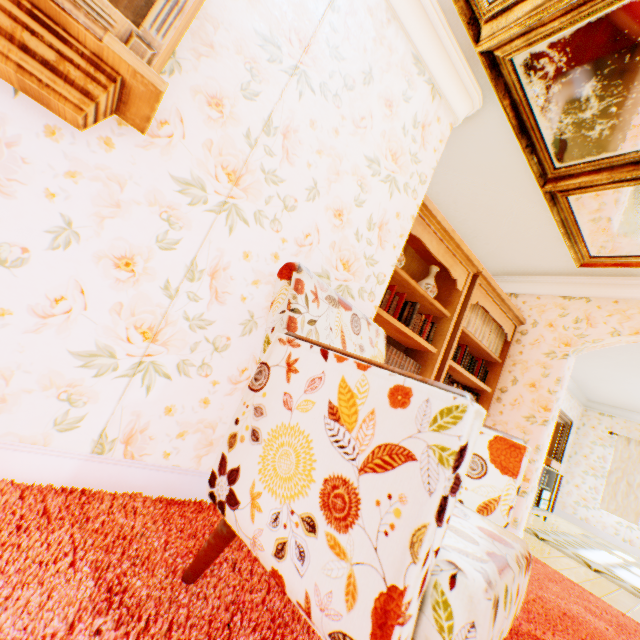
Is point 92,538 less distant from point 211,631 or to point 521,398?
point 211,631

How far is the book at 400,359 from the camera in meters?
2.9 m

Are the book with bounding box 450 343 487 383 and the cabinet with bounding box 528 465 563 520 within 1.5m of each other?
no

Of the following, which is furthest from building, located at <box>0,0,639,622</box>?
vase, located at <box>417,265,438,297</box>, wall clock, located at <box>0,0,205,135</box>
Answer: vase, located at <box>417,265,438,297</box>

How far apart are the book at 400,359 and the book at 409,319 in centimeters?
21cm

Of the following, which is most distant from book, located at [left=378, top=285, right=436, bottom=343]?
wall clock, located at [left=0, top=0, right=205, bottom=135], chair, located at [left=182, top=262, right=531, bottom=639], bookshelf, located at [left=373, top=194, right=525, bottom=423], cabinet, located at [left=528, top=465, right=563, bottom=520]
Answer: cabinet, located at [left=528, top=465, right=563, bottom=520]

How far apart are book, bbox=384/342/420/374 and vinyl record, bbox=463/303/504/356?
0.70m

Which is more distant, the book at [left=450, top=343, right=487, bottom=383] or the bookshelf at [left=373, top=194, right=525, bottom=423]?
the book at [left=450, top=343, right=487, bottom=383]
